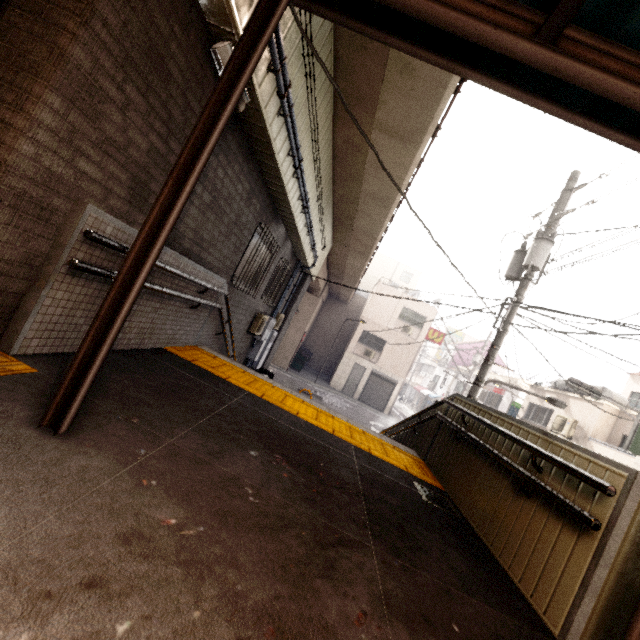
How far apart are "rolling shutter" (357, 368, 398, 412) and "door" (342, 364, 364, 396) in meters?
0.4 m

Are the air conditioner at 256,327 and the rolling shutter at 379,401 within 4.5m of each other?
no

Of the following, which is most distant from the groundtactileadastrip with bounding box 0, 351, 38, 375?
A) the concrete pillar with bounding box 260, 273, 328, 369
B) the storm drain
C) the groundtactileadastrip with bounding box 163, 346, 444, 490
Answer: the concrete pillar with bounding box 260, 273, 328, 369

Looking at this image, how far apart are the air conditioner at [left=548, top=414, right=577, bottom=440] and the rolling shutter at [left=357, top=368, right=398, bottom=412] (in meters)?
10.26

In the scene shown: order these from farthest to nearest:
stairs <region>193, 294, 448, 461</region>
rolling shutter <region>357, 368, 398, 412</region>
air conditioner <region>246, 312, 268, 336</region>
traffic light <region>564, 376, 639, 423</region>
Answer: rolling shutter <region>357, 368, 398, 412</region>
traffic light <region>564, 376, 639, 423</region>
air conditioner <region>246, 312, 268, 336</region>
stairs <region>193, 294, 448, 461</region>

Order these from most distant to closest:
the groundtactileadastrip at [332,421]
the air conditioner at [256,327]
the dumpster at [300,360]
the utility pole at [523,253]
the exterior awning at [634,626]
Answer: the dumpster at [300,360] < the air conditioner at [256,327] < the utility pole at [523,253] < the groundtactileadastrip at [332,421] < the exterior awning at [634,626]

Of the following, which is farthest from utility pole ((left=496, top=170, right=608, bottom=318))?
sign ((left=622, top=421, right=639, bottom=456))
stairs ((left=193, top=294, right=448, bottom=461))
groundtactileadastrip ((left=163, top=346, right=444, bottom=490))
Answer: sign ((left=622, top=421, right=639, bottom=456))

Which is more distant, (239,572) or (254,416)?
(254,416)
